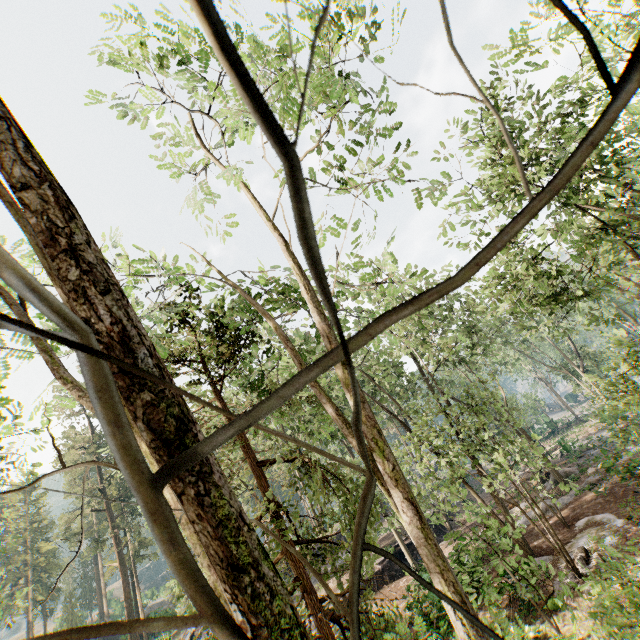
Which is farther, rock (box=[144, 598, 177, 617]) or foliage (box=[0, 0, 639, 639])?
rock (box=[144, 598, 177, 617])

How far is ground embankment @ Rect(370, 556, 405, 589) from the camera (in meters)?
25.47

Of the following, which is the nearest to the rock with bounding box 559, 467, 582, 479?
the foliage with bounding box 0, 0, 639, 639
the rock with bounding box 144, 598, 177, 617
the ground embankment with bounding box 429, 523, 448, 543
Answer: the foliage with bounding box 0, 0, 639, 639

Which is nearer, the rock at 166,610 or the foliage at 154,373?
the foliage at 154,373

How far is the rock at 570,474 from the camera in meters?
25.2

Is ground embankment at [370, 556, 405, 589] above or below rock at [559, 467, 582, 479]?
above

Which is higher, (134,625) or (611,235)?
(611,235)
